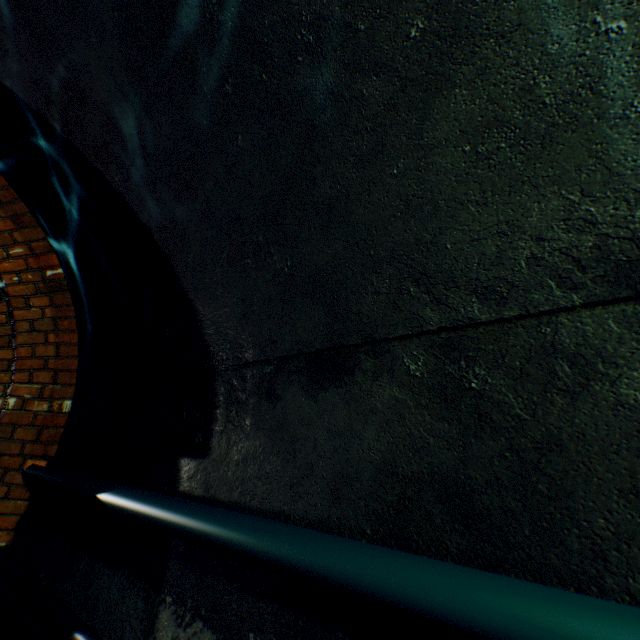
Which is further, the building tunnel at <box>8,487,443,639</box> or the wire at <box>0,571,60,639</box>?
the wire at <box>0,571,60,639</box>

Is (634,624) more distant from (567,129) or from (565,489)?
(567,129)

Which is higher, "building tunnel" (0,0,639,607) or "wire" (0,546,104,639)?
"building tunnel" (0,0,639,607)

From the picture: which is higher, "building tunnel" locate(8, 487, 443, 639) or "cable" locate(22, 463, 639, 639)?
"cable" locate(22, 463, 639, 639)

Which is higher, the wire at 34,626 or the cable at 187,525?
the cable at 187,525

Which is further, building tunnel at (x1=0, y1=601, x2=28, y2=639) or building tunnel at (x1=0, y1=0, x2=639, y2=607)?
building tunnel at (x1=0, y1=601, x2=28, y2=639)

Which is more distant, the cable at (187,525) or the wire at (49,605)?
the wire at (49,605)
